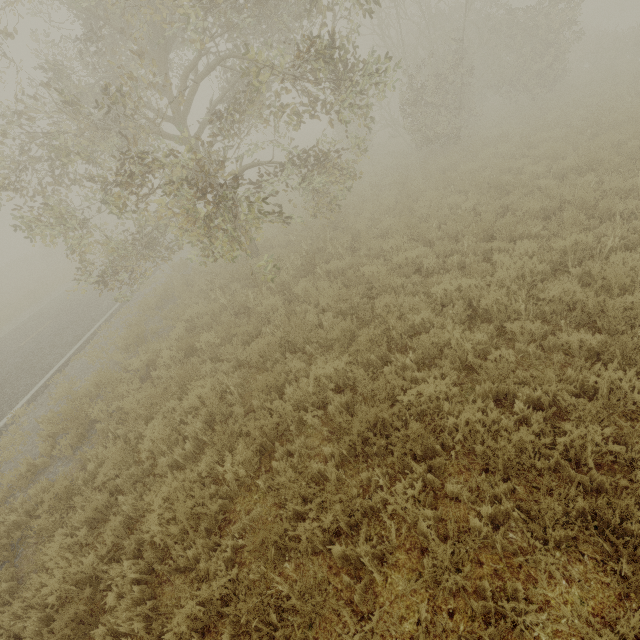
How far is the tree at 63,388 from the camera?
8.4m

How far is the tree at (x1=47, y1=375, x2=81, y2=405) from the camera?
8.38m

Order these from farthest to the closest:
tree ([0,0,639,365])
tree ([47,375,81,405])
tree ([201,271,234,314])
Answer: tree ([201,271,234,314]), tree ([47,375,81,405]), tree ([0,0,639,365])

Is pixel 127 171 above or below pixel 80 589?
above

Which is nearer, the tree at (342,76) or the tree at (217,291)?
the tree at (342,76)

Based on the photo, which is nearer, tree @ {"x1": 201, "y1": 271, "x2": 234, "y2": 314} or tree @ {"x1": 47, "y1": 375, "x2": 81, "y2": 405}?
tree @ {"x1": 47, "y1": 375, "x2": 81, "y2": 405}
